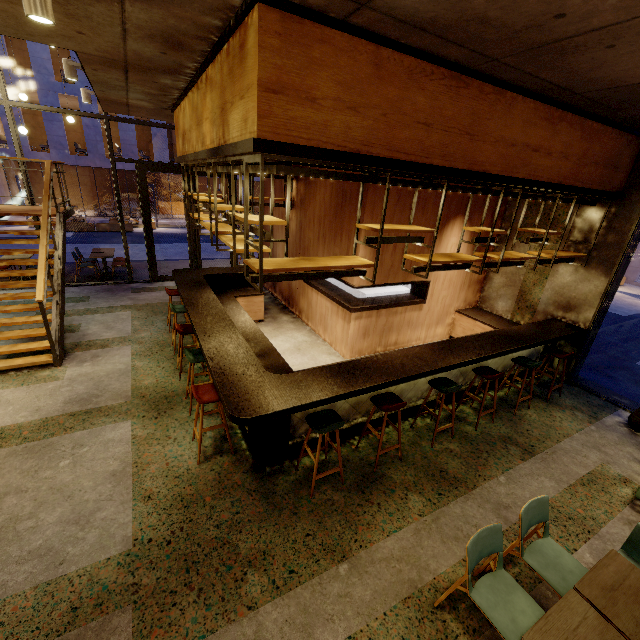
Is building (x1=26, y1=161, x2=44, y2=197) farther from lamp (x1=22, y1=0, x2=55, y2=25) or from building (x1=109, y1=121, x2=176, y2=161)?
lamp (x1=22, y1=0, x2=55, y2=25)

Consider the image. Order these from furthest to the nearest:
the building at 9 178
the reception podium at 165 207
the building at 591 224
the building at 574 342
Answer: the reception podium at 165 207 < the building at 9 178 < the building at 574 342 < the building at 591 224

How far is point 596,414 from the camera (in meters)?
5.79

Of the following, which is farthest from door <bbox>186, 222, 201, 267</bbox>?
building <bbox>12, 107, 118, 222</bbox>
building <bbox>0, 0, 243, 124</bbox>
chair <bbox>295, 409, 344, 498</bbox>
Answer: building <bbox>12, 107, 118, 222</bbox>

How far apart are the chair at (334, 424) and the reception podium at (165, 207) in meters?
31.0

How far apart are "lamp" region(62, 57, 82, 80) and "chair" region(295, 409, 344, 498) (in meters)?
6.00

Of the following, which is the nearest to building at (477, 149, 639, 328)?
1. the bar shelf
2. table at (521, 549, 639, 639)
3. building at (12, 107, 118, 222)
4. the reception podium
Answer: the bar shelf

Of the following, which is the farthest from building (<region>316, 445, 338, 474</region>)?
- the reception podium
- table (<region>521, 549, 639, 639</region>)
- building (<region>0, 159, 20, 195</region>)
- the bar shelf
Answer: the reception podium
